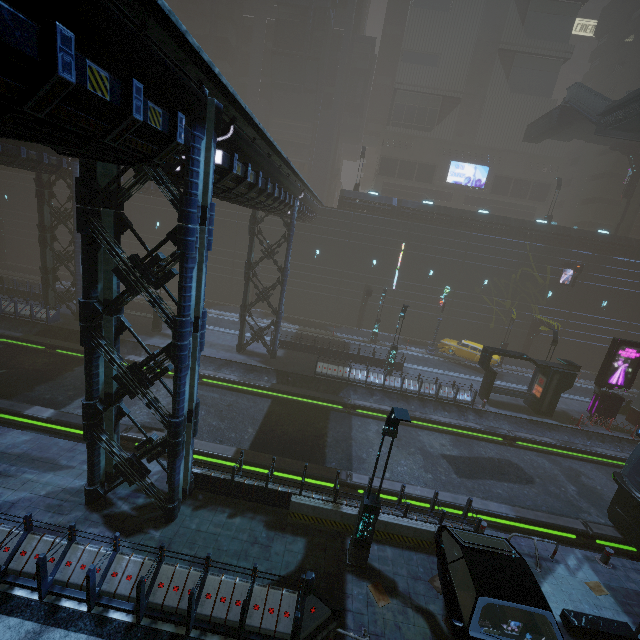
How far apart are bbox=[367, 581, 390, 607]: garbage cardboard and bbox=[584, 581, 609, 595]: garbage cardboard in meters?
6.8

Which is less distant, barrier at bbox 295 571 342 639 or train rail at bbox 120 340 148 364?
barrier at bbox 295 571 342 639

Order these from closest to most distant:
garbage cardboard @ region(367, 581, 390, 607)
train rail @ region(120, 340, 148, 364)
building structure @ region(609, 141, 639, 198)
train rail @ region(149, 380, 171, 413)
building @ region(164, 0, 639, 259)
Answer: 1. garbage cardboard @ region(367, 581, 390, 607)
2. train rail @ region(149, 380, 171, 413)
3. train rail @ region(120, 340, 148, 364)
4. building structure @ region(609, 141, 639, 198)
5. building @ region(164, 0, 639, 259)

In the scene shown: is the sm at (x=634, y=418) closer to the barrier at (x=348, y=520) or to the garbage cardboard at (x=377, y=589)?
the barrier at (x=348, y=520)

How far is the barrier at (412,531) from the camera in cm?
1044

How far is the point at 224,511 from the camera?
10.7 meters

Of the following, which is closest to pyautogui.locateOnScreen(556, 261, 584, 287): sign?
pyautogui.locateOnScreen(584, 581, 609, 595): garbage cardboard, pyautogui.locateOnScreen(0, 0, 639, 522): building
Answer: pyautogui.locateOnScreen(0, 0, 639, 522): building

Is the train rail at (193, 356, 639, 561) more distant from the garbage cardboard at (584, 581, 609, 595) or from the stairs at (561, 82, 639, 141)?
the stairs at (561, 82, 639, 141)
